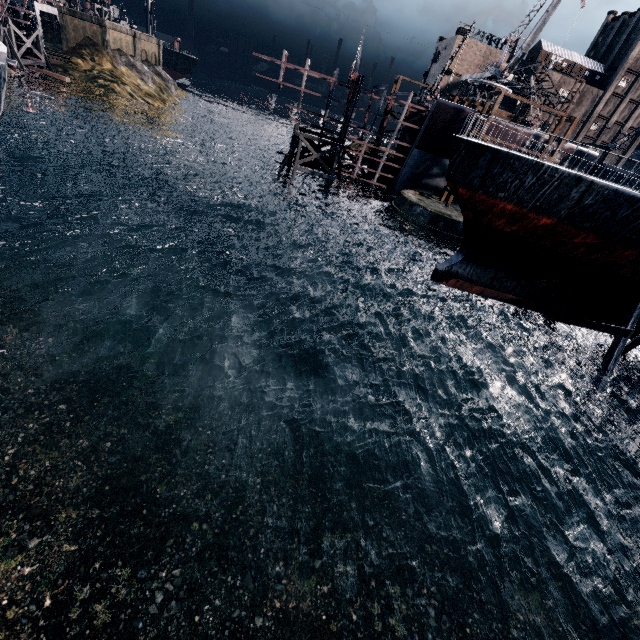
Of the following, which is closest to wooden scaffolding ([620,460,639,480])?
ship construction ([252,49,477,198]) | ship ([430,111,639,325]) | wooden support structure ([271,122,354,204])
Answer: ship ([430,111,639,325])

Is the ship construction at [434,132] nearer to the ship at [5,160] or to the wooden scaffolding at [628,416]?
the ship at [5,160]

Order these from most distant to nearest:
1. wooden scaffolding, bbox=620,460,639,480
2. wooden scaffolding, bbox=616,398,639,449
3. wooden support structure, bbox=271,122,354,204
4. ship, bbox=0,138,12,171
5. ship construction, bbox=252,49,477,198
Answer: wooden support structure, bbox=271,122,354,204 → ship construction, bbox=252,49,477,198 → ship, bbox=0,138,12,171 → wooden scaffolding, bbox=616,398,639,449 → wooden scaffolding, bbox=620,460,639,480

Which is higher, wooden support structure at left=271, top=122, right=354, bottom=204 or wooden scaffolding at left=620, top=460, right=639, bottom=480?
wooden support structure at left=271, top=122, right=354, bottom=204

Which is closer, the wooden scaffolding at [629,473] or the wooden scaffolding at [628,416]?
the wooden scaffolding at [629,473]

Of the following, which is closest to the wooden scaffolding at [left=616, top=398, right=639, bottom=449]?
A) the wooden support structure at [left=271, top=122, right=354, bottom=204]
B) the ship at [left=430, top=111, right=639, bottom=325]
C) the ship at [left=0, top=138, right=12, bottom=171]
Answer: the ship at [left=430, top=111, right=639, bottom=325]

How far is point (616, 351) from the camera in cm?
1766

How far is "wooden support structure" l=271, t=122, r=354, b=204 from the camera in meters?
37.2 m
